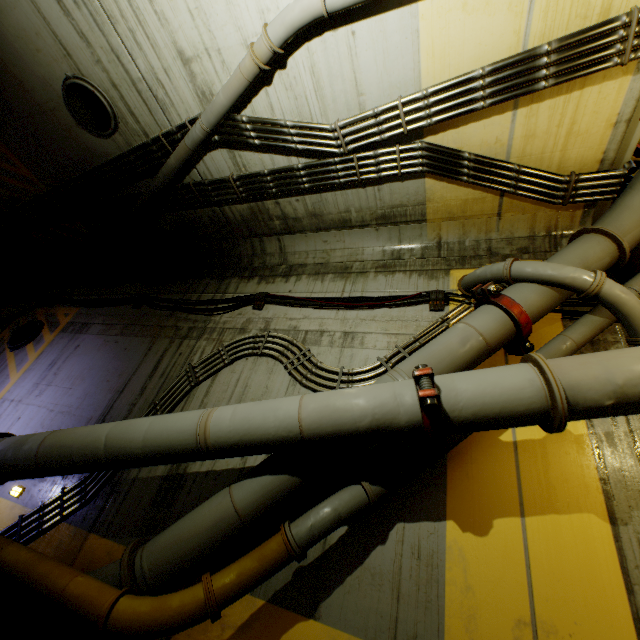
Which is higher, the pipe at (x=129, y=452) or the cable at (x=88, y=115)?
the cable at (x=88, y=115)

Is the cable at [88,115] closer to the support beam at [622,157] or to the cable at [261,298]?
the cable at [261,298]

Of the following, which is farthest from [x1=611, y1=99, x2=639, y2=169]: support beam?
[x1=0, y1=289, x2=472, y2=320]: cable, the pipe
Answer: [x1=0, y1=289, x2=472, y2=320]: cable

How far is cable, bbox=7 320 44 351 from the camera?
7.14m

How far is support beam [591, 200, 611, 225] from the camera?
4.5m

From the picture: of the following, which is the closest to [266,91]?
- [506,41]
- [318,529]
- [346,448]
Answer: [506,41]

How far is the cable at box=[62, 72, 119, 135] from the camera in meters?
4.8 m

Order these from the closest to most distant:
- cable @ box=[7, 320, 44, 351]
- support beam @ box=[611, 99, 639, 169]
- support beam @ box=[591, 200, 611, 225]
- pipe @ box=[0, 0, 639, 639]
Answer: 1. pipe @ box=[0, 0, 639, 639]
2. support beam @ box=[611, 99, 639, 169]
3. support beam @ box=[591, 200, 611, 225]
4. cable @ box=[7, 320, 44, 351]
